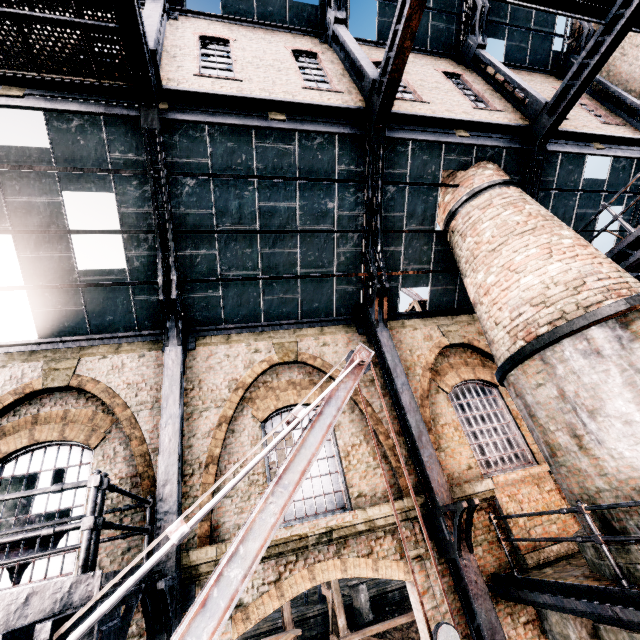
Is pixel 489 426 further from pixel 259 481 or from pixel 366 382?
pixel 259 481

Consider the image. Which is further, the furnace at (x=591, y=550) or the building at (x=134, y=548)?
the building at (x=134, y=548)

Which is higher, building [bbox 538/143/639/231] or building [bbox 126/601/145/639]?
building [bbox 538/143/639/231]

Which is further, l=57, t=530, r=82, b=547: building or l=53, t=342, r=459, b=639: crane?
l=57, t=530, r=82, b=547: building

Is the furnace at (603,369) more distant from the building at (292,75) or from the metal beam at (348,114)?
the metal beam at (348,114)

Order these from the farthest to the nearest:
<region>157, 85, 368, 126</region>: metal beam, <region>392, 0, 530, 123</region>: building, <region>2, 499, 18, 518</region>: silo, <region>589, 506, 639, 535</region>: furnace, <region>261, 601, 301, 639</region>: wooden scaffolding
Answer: <region>261, 601, 301, 639</region>: wooden scaffolding → <region>392, 0, 530, 123</region>: building → <region>157, 85, 368, 126</region>: metal beam → <region>2, 499, 18, 518</region>: silo → <region>589, 506, 639, 535</region>: furnace

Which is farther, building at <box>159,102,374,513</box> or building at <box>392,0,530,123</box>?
building at <box>392,0,530,123</box>

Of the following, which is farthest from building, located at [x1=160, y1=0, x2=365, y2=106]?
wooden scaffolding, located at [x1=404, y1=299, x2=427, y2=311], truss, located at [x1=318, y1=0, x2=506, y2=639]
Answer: wooden scaffolding, located at [x1=404, y1=299, x2=427, y2=311]
